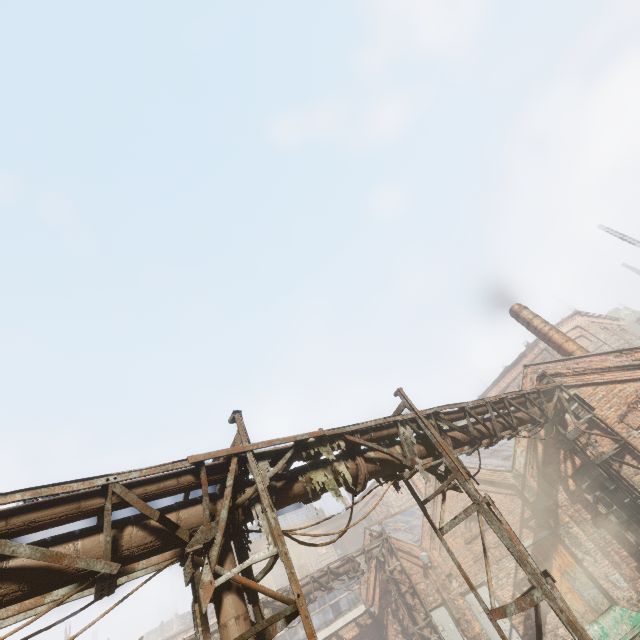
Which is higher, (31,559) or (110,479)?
(110,479)

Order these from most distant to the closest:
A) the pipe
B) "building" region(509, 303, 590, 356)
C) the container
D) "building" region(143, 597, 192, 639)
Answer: "building" region(143, 597, 192, 639) < "building" region(509, 303, 590, 356) < the container < the pipe

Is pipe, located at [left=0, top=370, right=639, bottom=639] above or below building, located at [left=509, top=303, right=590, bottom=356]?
below

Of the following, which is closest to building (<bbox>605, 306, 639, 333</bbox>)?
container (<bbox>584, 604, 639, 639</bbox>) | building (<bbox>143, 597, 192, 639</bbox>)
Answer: container (<bbox>584, 604, 639, 639</bbox>)

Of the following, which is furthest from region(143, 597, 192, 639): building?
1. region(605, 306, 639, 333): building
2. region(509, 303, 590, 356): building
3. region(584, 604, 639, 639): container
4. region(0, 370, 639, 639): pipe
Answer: region(605, 306, 639, 333): building

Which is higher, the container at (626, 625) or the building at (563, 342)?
the building at (563, 342)

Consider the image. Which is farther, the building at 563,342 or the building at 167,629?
the building at 167,629

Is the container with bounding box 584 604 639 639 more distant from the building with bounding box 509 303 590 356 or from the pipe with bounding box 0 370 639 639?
the building with bounding box 509 303 590 356
